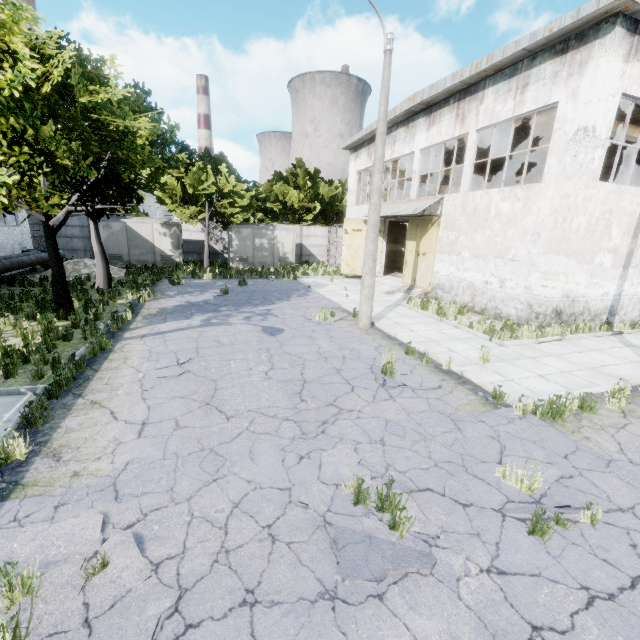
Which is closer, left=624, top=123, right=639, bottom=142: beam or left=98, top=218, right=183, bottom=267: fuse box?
left=624, top=123, right=639, bottom=142: beam

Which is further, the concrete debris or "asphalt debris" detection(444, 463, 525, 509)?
the concrete debris

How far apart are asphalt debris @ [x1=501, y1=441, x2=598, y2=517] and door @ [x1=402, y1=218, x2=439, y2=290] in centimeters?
1312cm

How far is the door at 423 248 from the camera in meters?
17.4

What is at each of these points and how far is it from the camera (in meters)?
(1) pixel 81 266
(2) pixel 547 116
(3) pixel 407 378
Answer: (1) concrete debris, 18.80
(2) beam, 12.91
(3) asphalt debris, 7.70

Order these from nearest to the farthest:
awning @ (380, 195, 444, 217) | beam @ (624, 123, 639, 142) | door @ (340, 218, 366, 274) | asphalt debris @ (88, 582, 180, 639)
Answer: asphalt debris @ (88, 582, 180, 639) → beam @ (624, 123, 639, 142) → awning @ (380, 195, 444, 217) → door @ (340, 218, 366, 274)

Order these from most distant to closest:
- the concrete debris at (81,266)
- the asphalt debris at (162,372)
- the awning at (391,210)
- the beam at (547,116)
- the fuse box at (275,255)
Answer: the fuse box at (275,255), the concrete debris at (81,266), the awning at (391,210), the beam at (547,116), the asphalt debris at (162,372)

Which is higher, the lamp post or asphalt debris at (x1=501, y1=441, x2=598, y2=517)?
the lamp post
